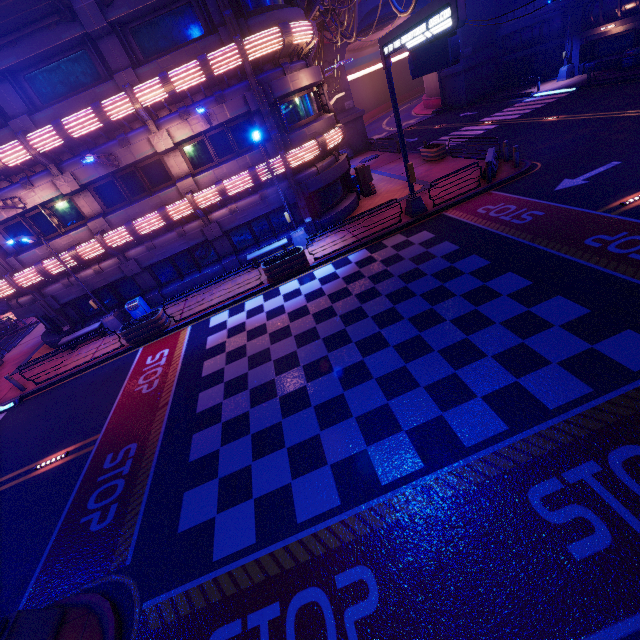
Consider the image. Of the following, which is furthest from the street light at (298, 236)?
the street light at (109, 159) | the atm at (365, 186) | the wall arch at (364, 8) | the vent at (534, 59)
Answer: the vent at (534, 59)

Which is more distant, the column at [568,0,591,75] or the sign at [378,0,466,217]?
the column at [568,0,591,75]

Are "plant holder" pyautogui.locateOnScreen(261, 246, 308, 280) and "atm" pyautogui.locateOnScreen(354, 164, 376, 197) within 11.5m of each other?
yes

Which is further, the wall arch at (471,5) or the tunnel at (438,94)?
the tunnel at (438,94)

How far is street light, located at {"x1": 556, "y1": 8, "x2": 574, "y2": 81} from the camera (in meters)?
27.49

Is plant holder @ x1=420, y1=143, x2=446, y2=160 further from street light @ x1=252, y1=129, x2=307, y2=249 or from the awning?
the awning

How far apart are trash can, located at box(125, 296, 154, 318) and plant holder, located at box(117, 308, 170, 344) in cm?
116

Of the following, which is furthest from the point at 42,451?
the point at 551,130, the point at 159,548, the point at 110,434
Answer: the point at 551,130
